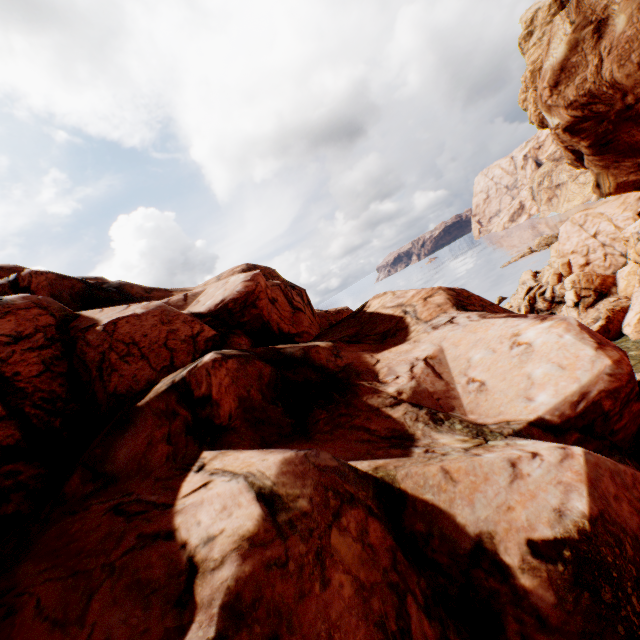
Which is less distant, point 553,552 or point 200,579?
point 200,579
